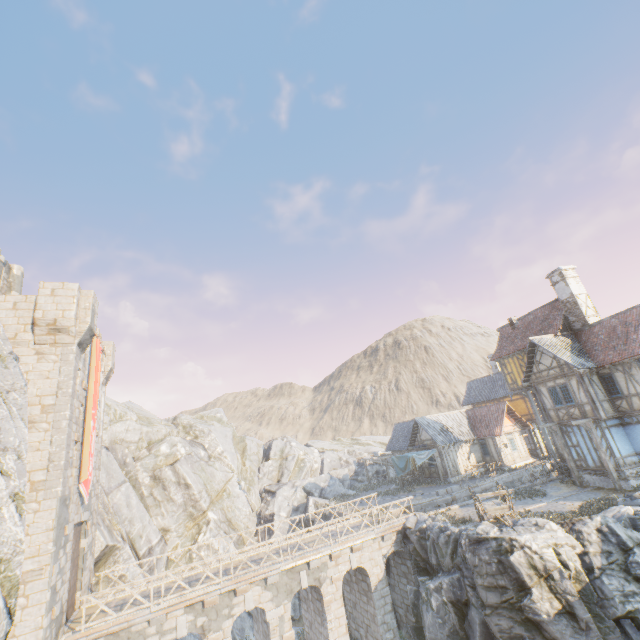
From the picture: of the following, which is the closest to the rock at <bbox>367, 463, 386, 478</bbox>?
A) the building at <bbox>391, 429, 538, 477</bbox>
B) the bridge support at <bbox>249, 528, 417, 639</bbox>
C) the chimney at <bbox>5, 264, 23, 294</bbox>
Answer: the bridge support at <bbox>249, 528, 417, 639</bbox>

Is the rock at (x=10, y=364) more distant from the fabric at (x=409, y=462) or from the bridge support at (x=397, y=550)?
the fabric at (x=409, y=462)

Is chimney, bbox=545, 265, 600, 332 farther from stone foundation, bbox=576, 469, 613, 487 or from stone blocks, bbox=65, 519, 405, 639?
stone blocks, bbox=65, 519, 405, 639

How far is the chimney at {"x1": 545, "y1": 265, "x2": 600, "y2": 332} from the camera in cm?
2323

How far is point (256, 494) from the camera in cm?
3531

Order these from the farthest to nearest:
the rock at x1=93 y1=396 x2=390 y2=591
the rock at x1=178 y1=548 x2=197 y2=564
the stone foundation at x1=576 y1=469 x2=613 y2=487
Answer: the rock at x1=178 y1=548 x2=197 y2=564 < the rock at x1=93 y1=396 x2=390 y2=591 < the stone foundation at x1=576 y1=469 x2=613 y2=487

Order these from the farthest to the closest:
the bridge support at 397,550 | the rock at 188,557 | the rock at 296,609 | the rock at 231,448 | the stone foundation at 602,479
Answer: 1. the rock at 188,557
2. the rock at 296,609
3. the rock at 231,448
4. the stone foundation at 602,479
5. the bridge support at 397,550

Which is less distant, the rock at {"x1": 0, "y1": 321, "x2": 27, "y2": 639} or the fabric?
the rock at {"x1": 0, "y1": 321, "x2": 27, "y2": 639}
